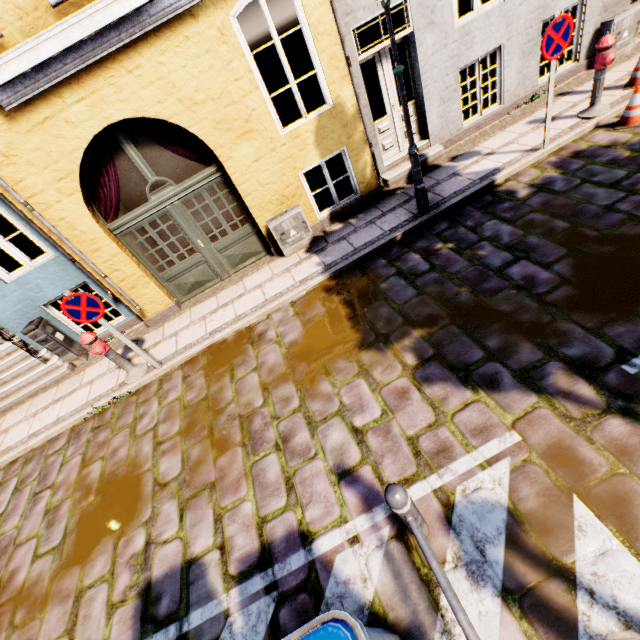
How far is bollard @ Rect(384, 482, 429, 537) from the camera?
2.2m

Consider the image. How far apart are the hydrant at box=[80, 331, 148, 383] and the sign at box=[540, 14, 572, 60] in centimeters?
850cm

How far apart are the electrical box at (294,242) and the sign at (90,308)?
3.25m

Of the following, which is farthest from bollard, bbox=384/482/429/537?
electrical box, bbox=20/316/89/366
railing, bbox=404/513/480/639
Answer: electrical box, bbox=20/316/89/366

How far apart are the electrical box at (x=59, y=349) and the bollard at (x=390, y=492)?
7.5 meters

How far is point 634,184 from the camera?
4.7 meters

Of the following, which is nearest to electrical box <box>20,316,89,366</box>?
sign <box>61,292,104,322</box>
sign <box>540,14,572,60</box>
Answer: sign <box>61,292,104,322</box>

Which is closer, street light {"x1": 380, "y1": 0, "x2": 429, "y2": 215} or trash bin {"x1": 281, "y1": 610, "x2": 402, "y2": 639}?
trash bin {"x1": 281, "y1": 610, "x2": 402, "y2": 639}
